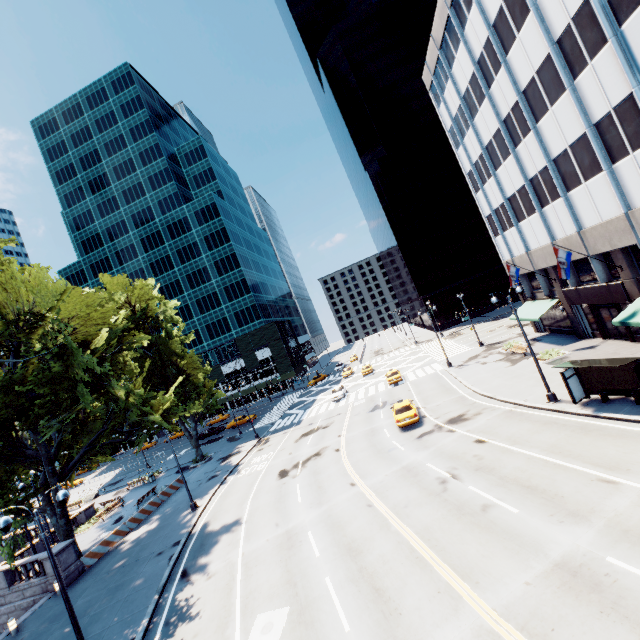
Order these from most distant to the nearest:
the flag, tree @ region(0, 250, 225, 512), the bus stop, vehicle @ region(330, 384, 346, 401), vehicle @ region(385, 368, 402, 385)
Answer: vehicle @ region(330, 384, 346, 401)
vehicle @ region(385, 368, 402, 385)
the flag
tree @ region(0, 250, 225, 512)
the bus stop

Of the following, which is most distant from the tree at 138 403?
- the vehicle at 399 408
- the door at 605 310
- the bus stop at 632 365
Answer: Result: the vehicle at 399 408

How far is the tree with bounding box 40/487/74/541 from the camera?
22.91m

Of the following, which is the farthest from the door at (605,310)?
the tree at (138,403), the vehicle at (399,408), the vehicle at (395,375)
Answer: the vehicle at (395,375)

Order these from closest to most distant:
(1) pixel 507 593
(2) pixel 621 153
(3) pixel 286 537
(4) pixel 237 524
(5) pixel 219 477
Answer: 1. (1) pixel 507 593
2. (3) pixel 286 537
3. (2) pixel 621 153
4. (4) pixel 237 524
5. (5) pixel 219 477

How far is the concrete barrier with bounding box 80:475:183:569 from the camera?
23.0m

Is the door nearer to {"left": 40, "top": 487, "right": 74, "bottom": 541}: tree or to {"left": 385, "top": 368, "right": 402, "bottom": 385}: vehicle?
{"left": 40, "top": 487, "right": 74, "bottom": 541}: tree

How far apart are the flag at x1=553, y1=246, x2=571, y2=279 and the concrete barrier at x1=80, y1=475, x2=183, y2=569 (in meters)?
37.76
